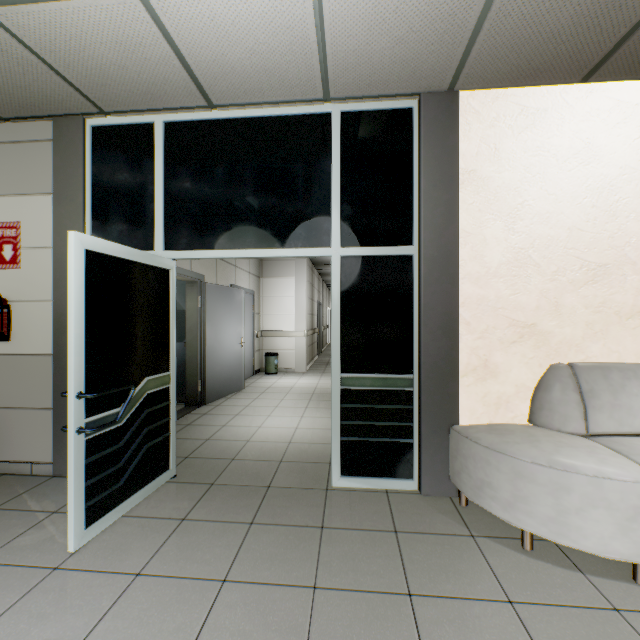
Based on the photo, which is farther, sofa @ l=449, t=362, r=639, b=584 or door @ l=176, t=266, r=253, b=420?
door @ l=176, t=266, r=253, b=420

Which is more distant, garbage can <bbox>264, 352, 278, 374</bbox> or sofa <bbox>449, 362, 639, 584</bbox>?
garbage can <bbox>264, 352, 278, 374</bbox>

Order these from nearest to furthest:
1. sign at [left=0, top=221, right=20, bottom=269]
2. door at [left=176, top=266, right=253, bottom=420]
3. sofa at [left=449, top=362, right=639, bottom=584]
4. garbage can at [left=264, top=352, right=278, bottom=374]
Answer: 1. sofa at [left=449, top=362, right=639, bottom=584]
2. sign at [left=0, top=221, right=20, bottom=269]
3. door at [left=176, top=266, right=253, bottom=420]
4. garbage can at [left=264, top=352, right=278, bottom=374]

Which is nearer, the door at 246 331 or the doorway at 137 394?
the doorway at 137 394

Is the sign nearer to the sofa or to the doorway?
the doorway

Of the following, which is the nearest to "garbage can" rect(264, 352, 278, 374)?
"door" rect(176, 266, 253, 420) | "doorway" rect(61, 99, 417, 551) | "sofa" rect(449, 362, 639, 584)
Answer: "door" rect(176, 266, 253, 420)

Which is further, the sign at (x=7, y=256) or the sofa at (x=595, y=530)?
the sign at (x=7, y=256)

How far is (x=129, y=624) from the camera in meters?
1.5
